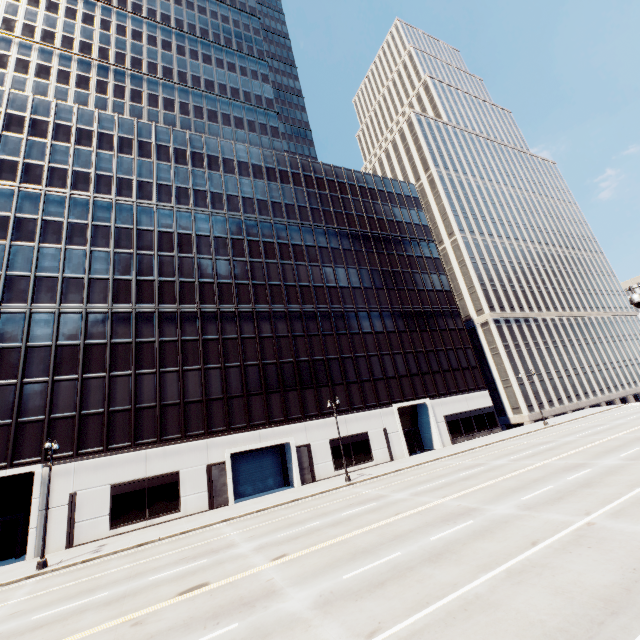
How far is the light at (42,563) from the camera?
19.1 meters

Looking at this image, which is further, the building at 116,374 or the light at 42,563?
the building at 116,374

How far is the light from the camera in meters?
19.1

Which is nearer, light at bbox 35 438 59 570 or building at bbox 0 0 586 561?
light at bbox 35 438 59 570

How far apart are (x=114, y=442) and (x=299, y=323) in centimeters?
2147cm

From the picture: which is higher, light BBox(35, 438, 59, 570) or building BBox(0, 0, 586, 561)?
building BBox(0, 0, 586, 561)
